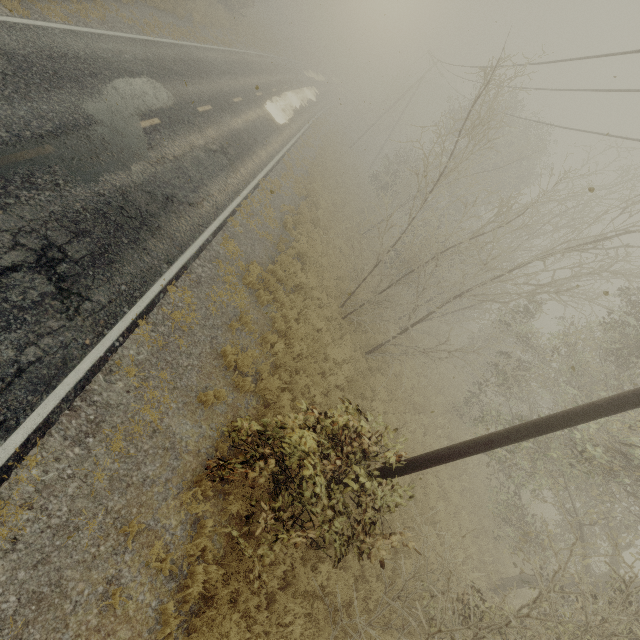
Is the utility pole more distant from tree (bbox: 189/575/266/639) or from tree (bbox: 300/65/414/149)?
tree (bbox: 300/65/414/149)

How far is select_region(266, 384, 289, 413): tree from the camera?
8.3 meters

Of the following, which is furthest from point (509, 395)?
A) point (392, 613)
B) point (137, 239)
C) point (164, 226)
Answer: point (137, 239)

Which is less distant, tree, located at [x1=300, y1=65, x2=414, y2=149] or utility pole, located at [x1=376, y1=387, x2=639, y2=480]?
utility pole, located at [x1=376, y1=387, x2=639, y2=480]

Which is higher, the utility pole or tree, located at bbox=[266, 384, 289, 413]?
the utility pole

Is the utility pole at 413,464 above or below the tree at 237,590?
above

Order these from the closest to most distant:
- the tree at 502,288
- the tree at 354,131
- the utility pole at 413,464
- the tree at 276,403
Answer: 1. the utility pole at 413,464
2. the tree at 502,288
3. the tree at 276,403
4. the tree at 354,131

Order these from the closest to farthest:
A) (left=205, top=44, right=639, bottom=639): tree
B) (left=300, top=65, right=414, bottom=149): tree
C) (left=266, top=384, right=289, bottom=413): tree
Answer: (left=205, top=44, right=639, bottom=639): tree, (left=266, top=384, right=289, bottom=413): tree, (left=300, top=65, right=414, bottom=149): tree
